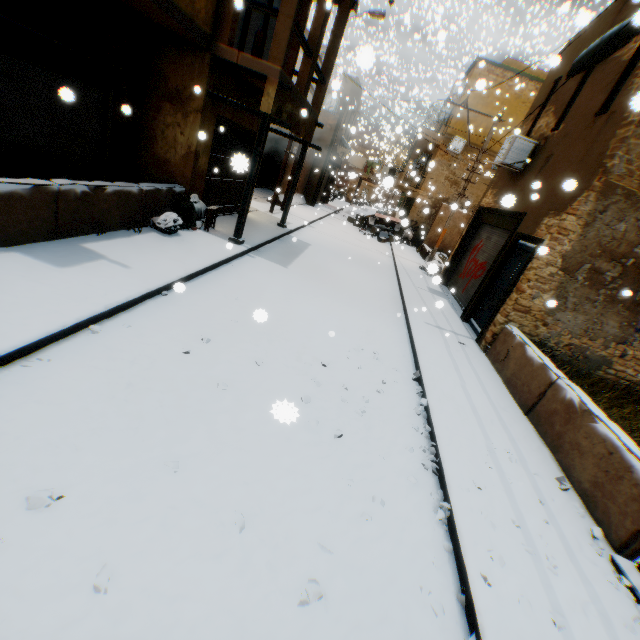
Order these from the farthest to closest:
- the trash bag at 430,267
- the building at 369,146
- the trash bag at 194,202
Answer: the building at 369,146
the trash bag at 194,202
the trash bag at 430,267

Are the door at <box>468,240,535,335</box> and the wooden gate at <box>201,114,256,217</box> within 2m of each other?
yes

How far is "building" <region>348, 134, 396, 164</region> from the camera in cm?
2842

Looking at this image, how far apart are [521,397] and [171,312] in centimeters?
631cm

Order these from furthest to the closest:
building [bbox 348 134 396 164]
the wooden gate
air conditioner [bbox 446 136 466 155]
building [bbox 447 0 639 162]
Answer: building [bbox 348 134 396 164] → air conditioner [bbox 446 136 466 155] → the wooden gate → building [bbox 447 0 639 162]

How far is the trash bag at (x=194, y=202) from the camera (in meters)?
7.26

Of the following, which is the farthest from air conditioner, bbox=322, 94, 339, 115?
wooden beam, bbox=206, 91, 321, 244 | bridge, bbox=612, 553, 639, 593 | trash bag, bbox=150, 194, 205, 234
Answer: bridge, bbox=612, 553, 639, 593

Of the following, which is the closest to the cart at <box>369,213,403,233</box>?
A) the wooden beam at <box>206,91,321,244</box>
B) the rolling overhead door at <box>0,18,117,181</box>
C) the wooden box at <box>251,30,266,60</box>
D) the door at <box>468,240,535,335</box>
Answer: the rolling overhead door at <box>0,18,117,181</box>
